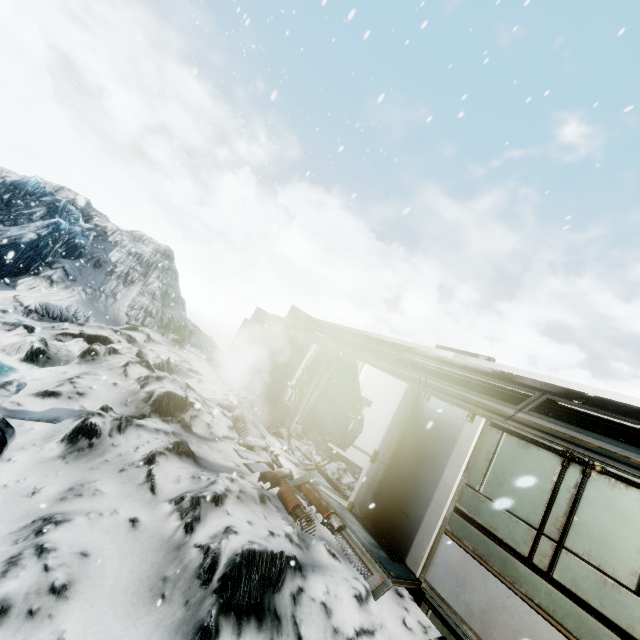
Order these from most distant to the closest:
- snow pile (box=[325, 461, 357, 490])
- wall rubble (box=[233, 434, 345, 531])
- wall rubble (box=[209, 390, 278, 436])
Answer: wall rubble (box=[209, 390, 278, 436]), snow pile (box=[325, 461, 357, 490]), wall rubble (box=[233, 434, 345, 531])

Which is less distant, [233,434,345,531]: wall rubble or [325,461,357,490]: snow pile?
[233,434,345,531]: wall rubble

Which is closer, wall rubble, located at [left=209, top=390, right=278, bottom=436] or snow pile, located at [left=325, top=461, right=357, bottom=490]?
snow pile, located at [left=325, top=461, right=357, bottom=490]

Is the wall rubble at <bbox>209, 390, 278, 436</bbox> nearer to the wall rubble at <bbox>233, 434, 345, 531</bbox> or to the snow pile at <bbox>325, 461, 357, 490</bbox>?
the snow pile at <bbox>325, 461, 357, 490</bbox>

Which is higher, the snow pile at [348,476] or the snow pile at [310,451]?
the snow pile at [310,451]

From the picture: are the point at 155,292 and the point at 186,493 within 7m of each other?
no

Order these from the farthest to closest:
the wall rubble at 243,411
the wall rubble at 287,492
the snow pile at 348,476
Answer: the wall rubble at 243,411 → the snow pile at 348,476 → the wall rubble at 287,492

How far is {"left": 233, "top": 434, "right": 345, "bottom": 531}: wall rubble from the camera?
5.18m
